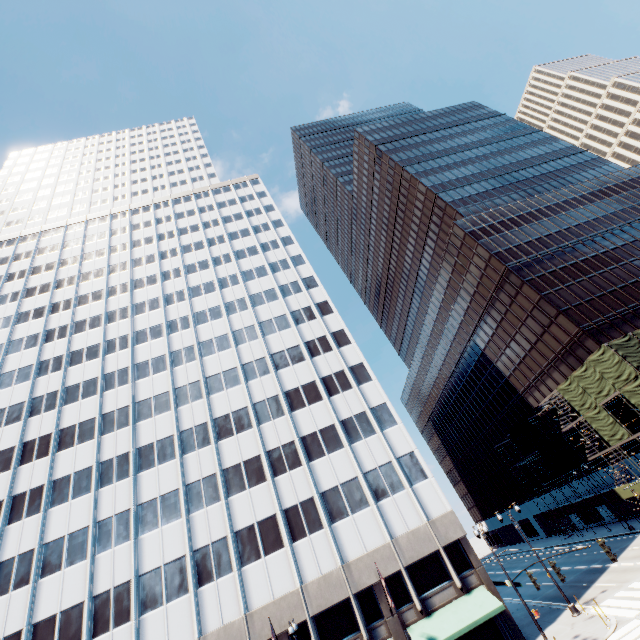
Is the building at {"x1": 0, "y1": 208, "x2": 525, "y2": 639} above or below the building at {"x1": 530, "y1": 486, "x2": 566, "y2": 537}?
above

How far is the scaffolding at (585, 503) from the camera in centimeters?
4153cm

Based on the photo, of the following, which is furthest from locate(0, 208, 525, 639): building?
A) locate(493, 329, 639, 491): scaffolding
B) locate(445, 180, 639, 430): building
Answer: locate(445, 180, 639, 430): building

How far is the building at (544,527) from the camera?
55.3m

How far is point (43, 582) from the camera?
26.42m

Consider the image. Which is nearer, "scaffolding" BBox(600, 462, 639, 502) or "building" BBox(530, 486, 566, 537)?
"scaffolding" BBox(600, 462, 639, 502)

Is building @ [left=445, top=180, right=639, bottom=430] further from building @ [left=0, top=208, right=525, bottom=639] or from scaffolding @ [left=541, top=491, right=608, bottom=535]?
building @ [left=0, top=208, right=525, bottom=639]
